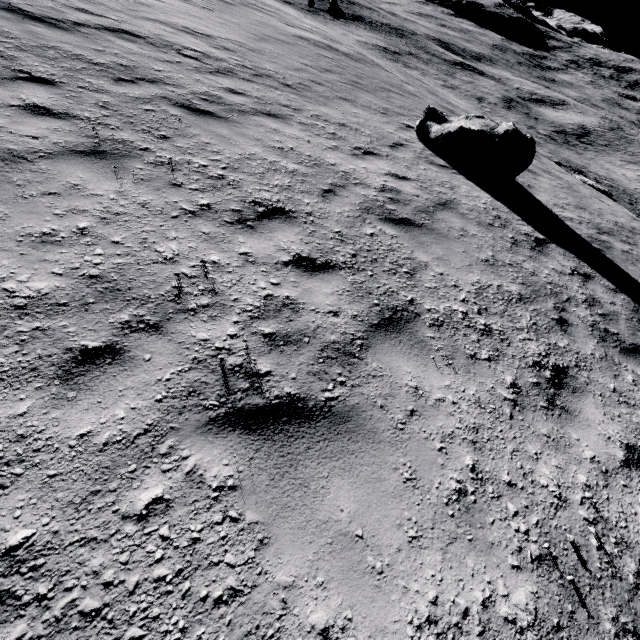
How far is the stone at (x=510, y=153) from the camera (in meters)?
8.16

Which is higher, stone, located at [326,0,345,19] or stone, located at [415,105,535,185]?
stone, located at [415,105,535,185]

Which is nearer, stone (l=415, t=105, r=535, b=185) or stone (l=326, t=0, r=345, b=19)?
stone (l=415, t=105, r=535, b=185)

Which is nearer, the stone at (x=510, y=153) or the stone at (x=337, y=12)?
the stone at (x=510, y=153)

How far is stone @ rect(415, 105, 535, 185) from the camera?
8.2 meters

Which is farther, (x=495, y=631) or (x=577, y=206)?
(x=577, y=206)
